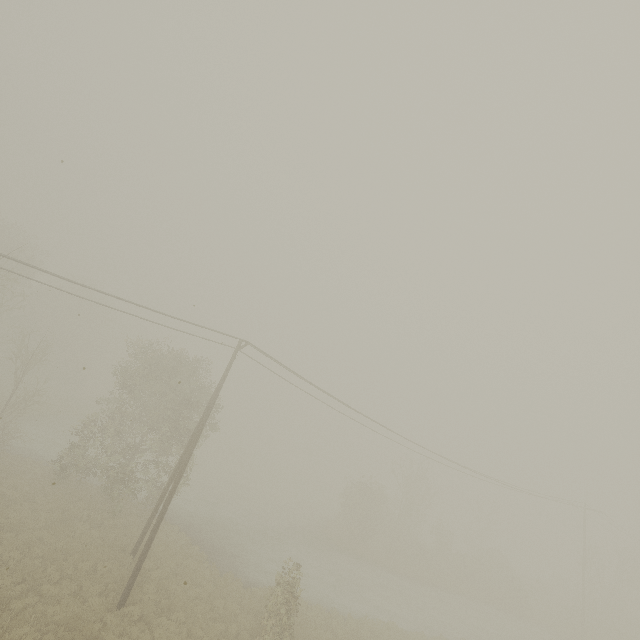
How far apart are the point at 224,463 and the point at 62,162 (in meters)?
55.86
